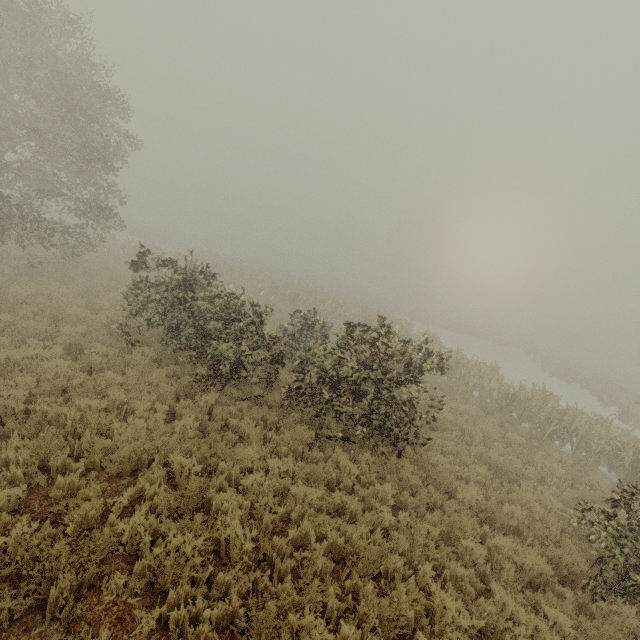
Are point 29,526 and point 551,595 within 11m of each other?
yes
